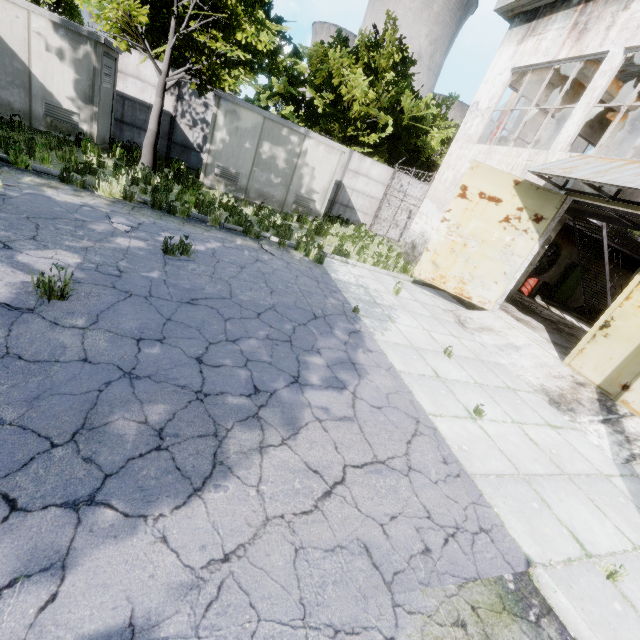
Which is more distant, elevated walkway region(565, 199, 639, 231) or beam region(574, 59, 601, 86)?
beam region(574, 59, 601, 86)

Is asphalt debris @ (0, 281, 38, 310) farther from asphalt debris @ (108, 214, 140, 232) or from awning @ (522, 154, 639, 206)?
awning @ (522, 154, 639, 206)

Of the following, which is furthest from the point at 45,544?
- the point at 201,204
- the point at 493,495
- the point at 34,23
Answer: the point at 34,23

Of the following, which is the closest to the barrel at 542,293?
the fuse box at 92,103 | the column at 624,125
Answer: the column at 624,125

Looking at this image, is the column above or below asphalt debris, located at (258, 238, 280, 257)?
above

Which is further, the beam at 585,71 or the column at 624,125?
the column at 624,125

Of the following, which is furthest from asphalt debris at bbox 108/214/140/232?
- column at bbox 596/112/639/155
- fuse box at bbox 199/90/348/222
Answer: column at bbox 596/112/639/155

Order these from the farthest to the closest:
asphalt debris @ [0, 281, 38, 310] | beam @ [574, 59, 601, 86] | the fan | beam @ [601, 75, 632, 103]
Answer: the fan
beam @ [601, 75, 632, 103]
beam @ [574, 59, 601, 86]
asphalt debris @ [0, 281, 38, 310]
